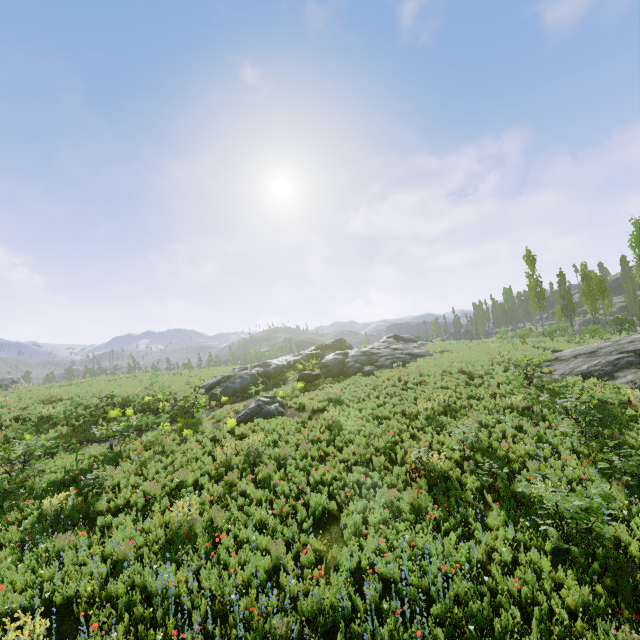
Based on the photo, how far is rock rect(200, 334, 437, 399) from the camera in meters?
24.0

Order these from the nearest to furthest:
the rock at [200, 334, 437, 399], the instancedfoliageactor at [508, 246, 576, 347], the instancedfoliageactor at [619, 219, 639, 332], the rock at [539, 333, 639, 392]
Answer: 1. the rock at [539, 333, 639, 392]
2. the rock at [200, 334, 437, 399]
3. the instancedfoliageactor at [508, 246, 576, 347]
4. the instancedfoliageactor at [619, 219, 639, 332]

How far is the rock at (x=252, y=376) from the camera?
24.02m

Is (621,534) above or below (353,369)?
below

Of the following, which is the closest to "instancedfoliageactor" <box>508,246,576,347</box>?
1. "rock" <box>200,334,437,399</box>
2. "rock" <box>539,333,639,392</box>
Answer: "rock" <box>200,334,437,399</box>

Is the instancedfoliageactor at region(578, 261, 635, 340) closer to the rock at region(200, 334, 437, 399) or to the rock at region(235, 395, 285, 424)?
the rock at region(200, 334, 437, 399)

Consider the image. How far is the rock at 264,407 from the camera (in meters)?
16.59
